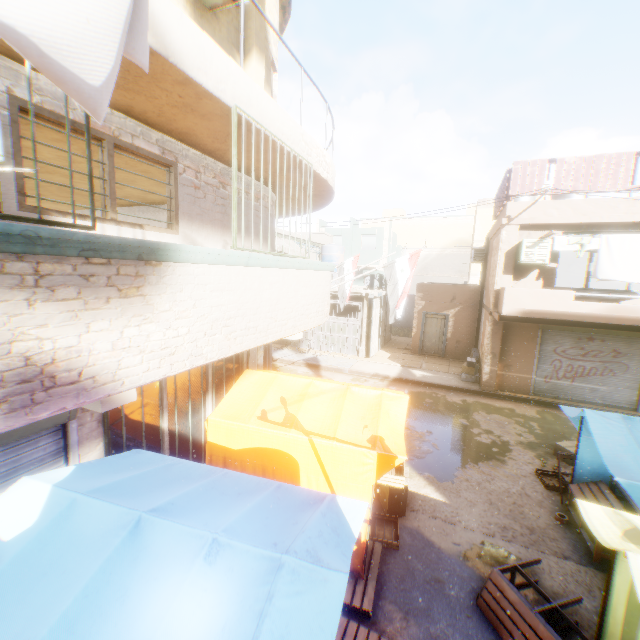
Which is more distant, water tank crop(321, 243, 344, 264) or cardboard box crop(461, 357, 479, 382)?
water tank crop(321, 243, 344, 264)

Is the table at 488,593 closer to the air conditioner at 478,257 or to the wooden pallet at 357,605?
the wooden pallet at 357,605

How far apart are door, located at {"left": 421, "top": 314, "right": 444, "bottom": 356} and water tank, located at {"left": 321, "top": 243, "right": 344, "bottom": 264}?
1.68m

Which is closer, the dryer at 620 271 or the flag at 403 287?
the flag at 403 287

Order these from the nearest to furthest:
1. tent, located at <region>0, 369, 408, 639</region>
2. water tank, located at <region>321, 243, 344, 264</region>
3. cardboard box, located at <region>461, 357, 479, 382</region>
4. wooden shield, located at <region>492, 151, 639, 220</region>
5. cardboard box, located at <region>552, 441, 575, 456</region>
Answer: tent, located at <region>0, 369, 408, 639</region>, cardboard box, located at <region>552, 441, 575, 456</region>, wooden shield, located at <region>492, 151, 639, 220</region>, cardboard box, located at <region>461, 357, 479, 382</region>, water tank, located at <region>321, 243, 344, 264</region>

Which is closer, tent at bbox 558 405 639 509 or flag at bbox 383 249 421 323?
tent at bbox 558 405 639 509

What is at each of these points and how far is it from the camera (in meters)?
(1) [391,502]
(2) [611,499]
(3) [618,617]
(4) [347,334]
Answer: (1) cardboard box, 6.30
(2) table, 5.64
(3) tent, 3.57
(4) wooden gate, 18.02

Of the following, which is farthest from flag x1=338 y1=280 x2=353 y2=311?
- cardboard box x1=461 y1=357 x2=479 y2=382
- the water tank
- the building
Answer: cardboard box x1=461 y1=357 x2=479 y2=382
